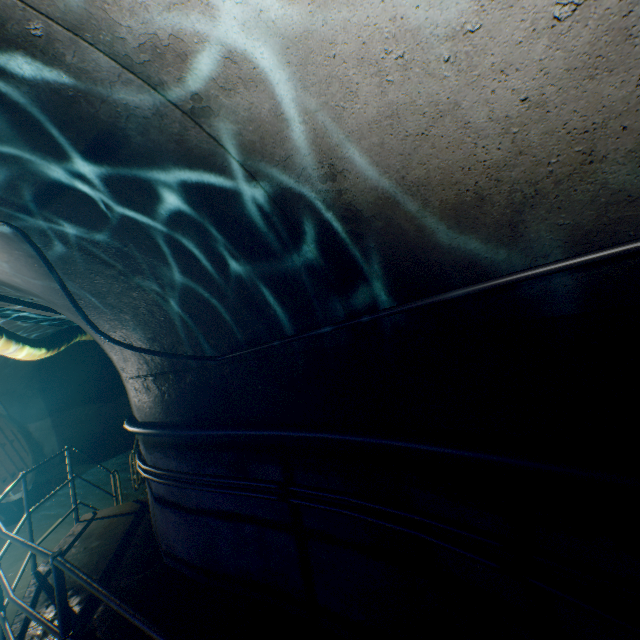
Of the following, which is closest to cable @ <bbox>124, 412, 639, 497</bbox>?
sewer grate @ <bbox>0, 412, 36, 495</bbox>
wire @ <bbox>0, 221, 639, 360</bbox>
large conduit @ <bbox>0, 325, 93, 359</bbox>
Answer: wire @ <bbox>0, 221, 639, 360</bbox>

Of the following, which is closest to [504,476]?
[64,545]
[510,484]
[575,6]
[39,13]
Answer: [510,484]

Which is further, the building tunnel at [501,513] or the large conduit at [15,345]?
the large conduit at [15,345]

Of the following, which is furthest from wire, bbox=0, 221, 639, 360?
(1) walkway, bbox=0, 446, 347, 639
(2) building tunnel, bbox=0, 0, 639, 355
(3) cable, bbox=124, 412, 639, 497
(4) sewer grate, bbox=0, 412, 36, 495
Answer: (4) sewer grate, bbox=0, 412, 36, 495

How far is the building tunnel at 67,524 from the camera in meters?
6.7

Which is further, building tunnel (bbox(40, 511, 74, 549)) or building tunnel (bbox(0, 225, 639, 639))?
building tunnel (bbox(40, 511, 74, 549))

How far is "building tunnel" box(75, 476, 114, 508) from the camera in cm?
836

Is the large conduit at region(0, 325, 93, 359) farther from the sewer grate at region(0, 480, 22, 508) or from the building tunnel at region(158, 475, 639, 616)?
the sewer grate at region(0, 480, 22, 508)
